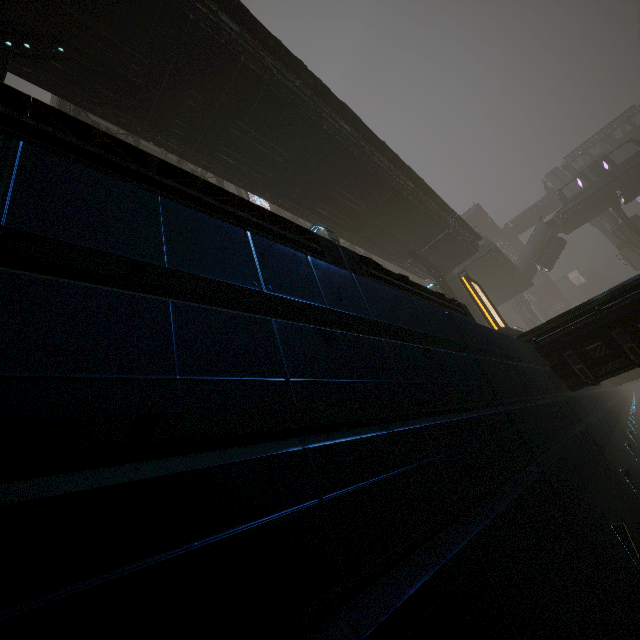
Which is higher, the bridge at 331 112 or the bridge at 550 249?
the bridge at 550 249

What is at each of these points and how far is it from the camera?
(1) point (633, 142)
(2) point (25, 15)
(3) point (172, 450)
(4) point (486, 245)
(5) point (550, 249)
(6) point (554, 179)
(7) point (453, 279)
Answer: (1) bridge, 36.0 meters
(2) building structure, 8.2 meters
(3) building, 1.7 meters
(4) stairs, 27.1 meters
(5) bridge, 40.8 meters
(6) sm, 55.1 meters
(7) sm, 24.4 meters

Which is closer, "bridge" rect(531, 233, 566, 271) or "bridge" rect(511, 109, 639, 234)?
"bridge" rect(511, 109, 639, 234)

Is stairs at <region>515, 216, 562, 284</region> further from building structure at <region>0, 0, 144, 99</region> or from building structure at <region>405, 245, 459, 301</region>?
building structure at <region>0, 0, 144, 99</region>

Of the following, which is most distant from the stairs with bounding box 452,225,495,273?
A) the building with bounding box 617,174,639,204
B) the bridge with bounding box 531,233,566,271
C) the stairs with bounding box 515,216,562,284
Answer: the building with bounding box 617,174,639,204

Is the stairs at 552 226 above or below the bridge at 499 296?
above

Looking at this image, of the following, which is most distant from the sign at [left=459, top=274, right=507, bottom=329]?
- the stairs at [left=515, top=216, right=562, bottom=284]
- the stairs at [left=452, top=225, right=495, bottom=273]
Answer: the stairs at [left=515, top=216, right=562, bottom=284]

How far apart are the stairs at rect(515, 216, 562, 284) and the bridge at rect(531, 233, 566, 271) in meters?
0.0 m
